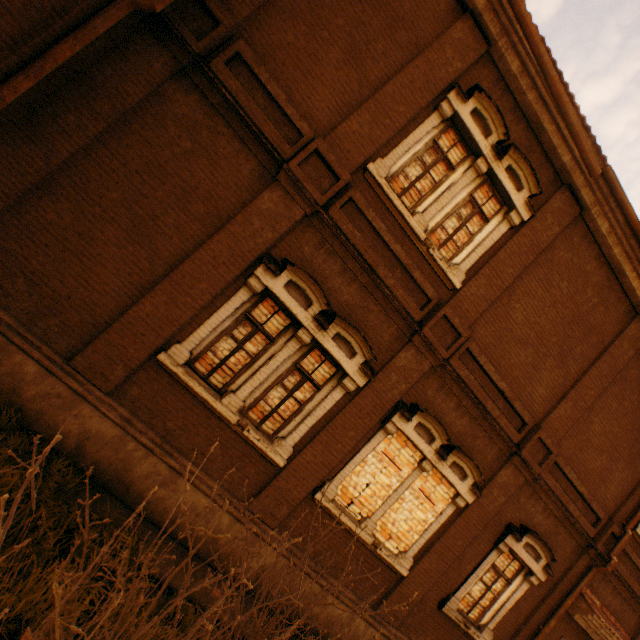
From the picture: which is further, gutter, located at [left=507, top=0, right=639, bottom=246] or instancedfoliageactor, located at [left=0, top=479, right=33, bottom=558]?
gutter, located at [left=507, top=0, right=639, bottom=246]

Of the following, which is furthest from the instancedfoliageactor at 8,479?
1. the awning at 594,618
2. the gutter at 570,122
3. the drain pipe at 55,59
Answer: the awning at 594,618

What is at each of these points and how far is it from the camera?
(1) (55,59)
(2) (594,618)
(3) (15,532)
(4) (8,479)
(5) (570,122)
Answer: (1) drain pipe, 4.11m
(2) awning, 8.41m
(3) instancedfoliageactor, 3.65m
(4) instancedfoliageactor, 4.07m
(5) gutter, 5.96m

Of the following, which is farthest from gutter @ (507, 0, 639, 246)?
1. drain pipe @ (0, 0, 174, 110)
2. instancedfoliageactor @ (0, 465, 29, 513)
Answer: instancedfoliageactor @ (0, 465, 29, 513)

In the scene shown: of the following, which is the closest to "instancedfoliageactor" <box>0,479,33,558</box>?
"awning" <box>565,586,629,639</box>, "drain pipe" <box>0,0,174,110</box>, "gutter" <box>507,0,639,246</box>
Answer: "drain pipe" <box>0,0,174,110</box>

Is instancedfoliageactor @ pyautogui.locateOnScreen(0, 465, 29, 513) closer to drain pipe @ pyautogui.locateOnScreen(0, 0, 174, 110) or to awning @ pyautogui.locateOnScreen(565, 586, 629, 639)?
drain pipe @ pyautogui.locateOnScreen(0, 0, 174, 110)

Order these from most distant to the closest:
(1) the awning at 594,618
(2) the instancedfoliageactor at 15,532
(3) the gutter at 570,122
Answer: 1. (1) the awning at 594,618
2. (3) the gutter at 570,122
3. (2) the instancedfoliageactor at 15,532
